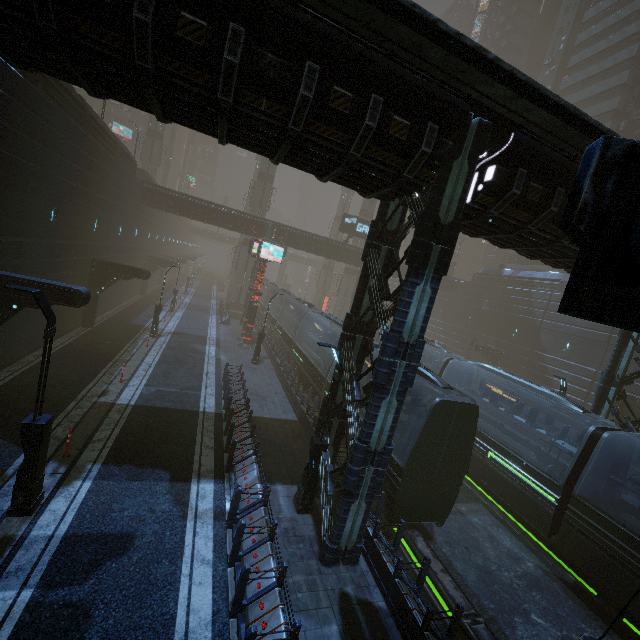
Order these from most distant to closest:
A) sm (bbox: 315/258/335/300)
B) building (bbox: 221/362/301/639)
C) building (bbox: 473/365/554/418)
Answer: sm (bbox: 315/258/335/300), building (bbox: 473/365/554/418), building (bbox: 221/362/301/639)

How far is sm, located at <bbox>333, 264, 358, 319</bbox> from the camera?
49.3 meters

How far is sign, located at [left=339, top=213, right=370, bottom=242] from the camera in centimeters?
3488cm

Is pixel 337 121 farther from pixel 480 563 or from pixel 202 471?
pixel 480 563

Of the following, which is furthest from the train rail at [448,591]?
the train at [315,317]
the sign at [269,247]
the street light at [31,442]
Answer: the street light at [31,442]

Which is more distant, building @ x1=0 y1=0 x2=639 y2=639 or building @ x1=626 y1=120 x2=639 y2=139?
building @ x1=626 y1=120 x2=639 y2=139

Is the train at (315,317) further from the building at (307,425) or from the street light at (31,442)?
the street light at (31,442)

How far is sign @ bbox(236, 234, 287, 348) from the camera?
26.4m
